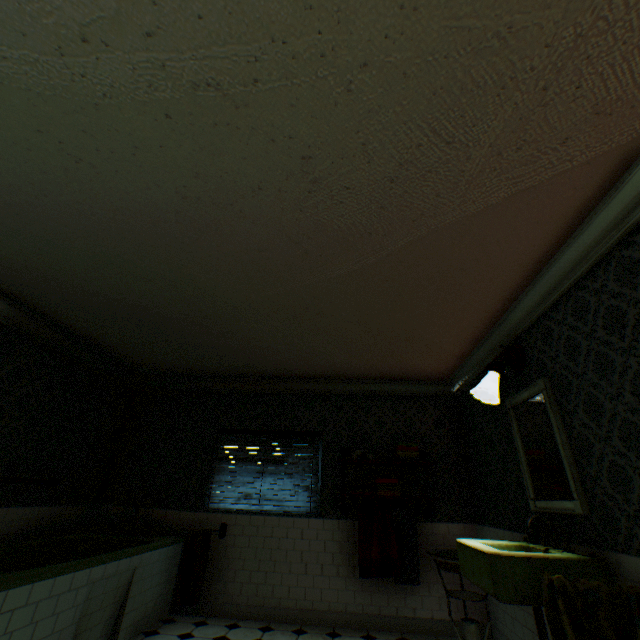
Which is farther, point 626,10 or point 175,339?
point 175,339

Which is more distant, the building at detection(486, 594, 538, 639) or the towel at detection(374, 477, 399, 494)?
the towel at detection(374, 477, 399, 494)

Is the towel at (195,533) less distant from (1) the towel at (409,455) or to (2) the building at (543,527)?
(2) the building at (543,527)

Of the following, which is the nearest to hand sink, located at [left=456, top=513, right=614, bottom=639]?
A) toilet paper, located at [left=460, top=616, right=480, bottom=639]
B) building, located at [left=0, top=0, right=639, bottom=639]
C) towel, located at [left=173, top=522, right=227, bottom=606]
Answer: building, located at [left=0, top=0, right=639, bottom=639]

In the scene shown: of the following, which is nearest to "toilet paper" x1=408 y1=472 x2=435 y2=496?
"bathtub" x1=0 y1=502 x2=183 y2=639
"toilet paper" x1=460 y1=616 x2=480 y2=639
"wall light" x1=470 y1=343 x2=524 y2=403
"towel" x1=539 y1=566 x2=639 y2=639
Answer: "toilet paper" x1=460 y1=616 x2=480 y2=639

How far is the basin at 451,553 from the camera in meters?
3.3 m

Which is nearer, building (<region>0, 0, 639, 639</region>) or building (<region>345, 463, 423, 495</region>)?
building (<region>0, 0, 639, 639</region>)

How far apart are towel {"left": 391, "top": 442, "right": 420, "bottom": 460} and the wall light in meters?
1.7
